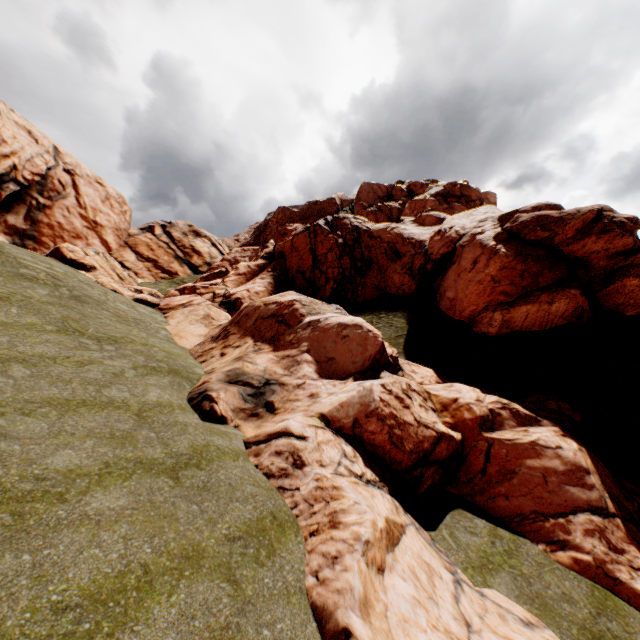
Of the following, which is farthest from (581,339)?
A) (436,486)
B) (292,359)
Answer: (292,359)
